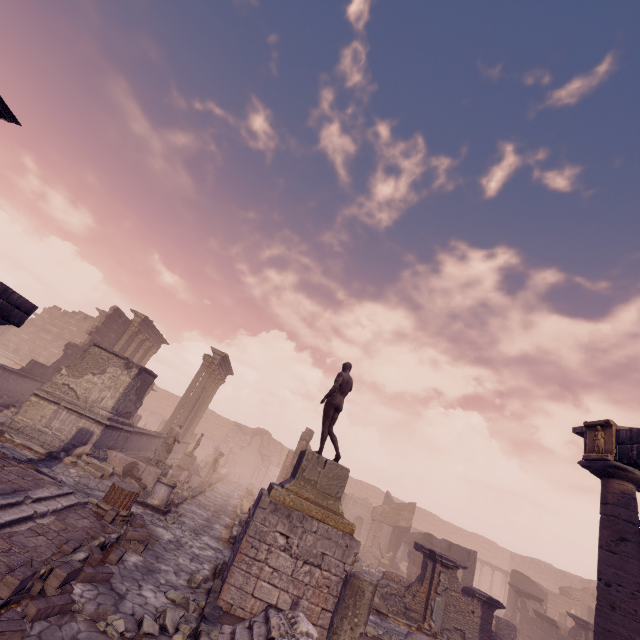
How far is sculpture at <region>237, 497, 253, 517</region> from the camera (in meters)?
14.17

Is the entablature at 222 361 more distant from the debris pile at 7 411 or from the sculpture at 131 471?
the sculpture at 131 471

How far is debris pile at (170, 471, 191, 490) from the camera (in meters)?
15.08

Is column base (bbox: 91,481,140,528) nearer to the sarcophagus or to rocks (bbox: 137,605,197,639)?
rocks (bbox: 137,605,197,639)

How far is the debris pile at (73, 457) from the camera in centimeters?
988cm

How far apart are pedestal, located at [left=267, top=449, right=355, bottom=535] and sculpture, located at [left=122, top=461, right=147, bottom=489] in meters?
6.2

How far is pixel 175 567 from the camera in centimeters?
706cm

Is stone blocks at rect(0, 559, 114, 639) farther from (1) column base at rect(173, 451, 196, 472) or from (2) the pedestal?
(1) column base at rect(173, 451, 196, 472)
